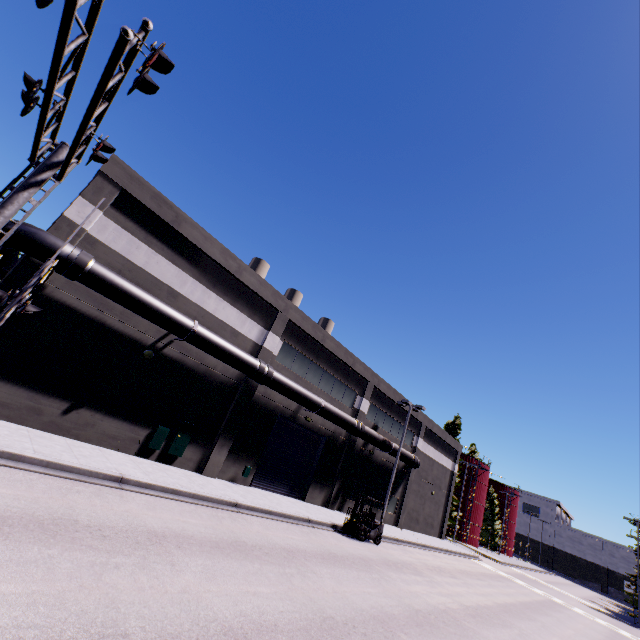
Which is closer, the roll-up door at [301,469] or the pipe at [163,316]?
the pipe at [163,316]

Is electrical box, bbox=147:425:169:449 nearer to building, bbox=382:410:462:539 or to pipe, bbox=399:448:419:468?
building, bbox=382:410:462:539

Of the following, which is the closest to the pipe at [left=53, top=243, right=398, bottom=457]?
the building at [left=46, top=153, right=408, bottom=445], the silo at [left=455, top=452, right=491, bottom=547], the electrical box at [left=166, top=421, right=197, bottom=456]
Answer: the building at [left=46, top=153, right=408, bottom=445]

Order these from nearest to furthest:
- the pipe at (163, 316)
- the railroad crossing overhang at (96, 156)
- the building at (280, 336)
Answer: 1. the railroad crossing overhang at (96, 156)
2. the pipe at (163, 316)
3. the building at (280, 336)

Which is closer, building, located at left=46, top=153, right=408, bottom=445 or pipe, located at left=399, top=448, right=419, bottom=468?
building, located at left=46, top=153, right=408, bottom=445

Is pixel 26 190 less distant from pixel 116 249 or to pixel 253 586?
pixel 116 249

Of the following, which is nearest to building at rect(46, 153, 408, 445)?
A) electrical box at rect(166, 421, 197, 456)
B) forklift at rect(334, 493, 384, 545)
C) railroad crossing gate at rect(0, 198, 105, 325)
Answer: electrical box at rect(166, 421, 197, 456)

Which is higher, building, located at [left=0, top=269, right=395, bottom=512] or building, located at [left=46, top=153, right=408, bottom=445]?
building, located at [left=46, top=153, right=408, bottom=445]
